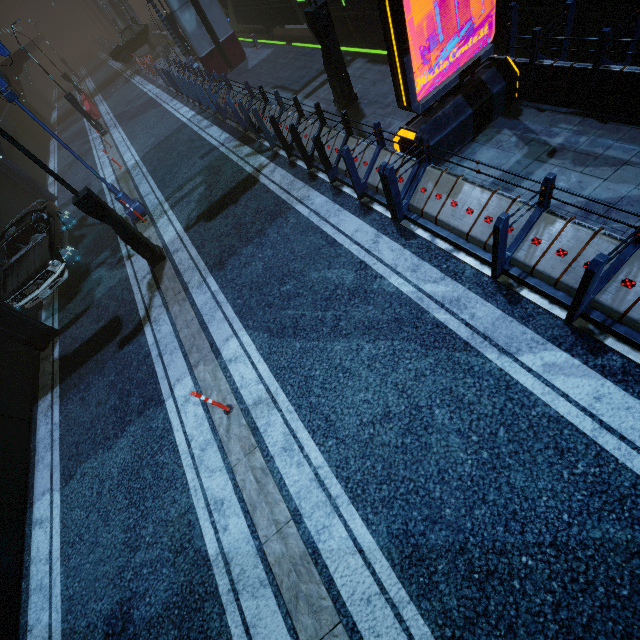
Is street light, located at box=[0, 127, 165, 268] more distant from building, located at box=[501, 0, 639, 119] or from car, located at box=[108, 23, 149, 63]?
car, located at box=[108, 23, 149, 63]

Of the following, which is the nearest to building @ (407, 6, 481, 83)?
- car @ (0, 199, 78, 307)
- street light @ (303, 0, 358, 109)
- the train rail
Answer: A: the train rail

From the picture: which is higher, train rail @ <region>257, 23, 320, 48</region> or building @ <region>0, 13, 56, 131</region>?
building @ <region>0, 13, 56, 131</region>

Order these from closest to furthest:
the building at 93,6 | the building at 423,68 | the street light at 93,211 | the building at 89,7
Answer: the street light at 93,211 < the building at 423,68 < the building at 93,6 < the building at 89,7

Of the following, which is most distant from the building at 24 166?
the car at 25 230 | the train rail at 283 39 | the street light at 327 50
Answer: the street light at 327 50

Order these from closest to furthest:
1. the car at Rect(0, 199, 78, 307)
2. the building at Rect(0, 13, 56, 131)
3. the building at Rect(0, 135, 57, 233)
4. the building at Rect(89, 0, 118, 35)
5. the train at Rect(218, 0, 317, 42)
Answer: the car at Rect(0, 199, 78, 307) → the train at Rect(218, 0, 317, 42) → the building at Rect(0, 135, 57, 233) → the building at Rect(0, 13, 56, 131) → the building at Rect(89, 0, 118, 35)

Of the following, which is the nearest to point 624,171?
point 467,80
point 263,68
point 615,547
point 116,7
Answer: point 467,80
